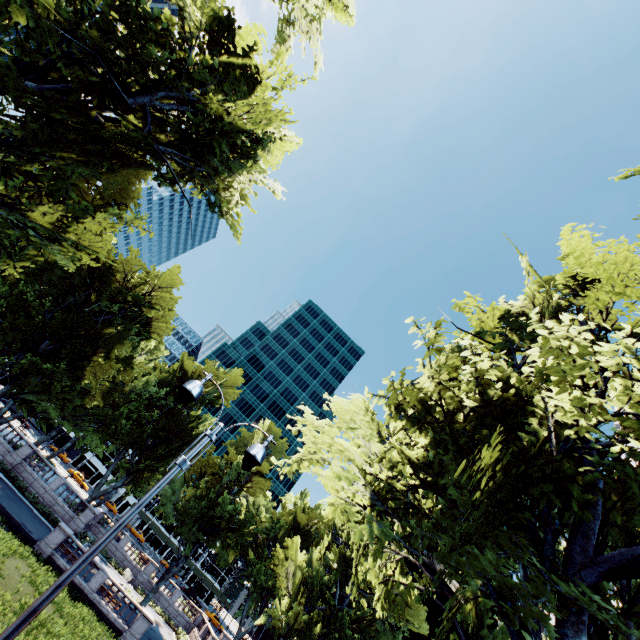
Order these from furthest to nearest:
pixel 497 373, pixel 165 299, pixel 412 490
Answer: pixel 165 299 < pixel 412 490 < pixel 497 373

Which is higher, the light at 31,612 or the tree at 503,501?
the tree at 503,501

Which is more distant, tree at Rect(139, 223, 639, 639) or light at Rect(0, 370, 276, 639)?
tree at Rect(139, 223, 639, 639)

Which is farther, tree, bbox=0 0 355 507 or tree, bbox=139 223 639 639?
tree, bbox=0 0 355 507

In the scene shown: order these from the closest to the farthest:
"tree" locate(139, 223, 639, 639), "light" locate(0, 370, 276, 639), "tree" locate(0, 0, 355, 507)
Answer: "light" locate(0, 370, 276, 639)
"tree" locate(139, 223, 639, 639)
"tree" locate(0, 0, 355, 507)

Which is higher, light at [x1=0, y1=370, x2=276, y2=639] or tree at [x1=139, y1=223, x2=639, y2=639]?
tree at [x1=139, y1=223, x2=639, y2=639]

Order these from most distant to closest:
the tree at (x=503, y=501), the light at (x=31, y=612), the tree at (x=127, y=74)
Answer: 1. the tree at (x=127, y=74)
2. the tree at (x=503, y=501)
3. the light at (x=31, y=612)
